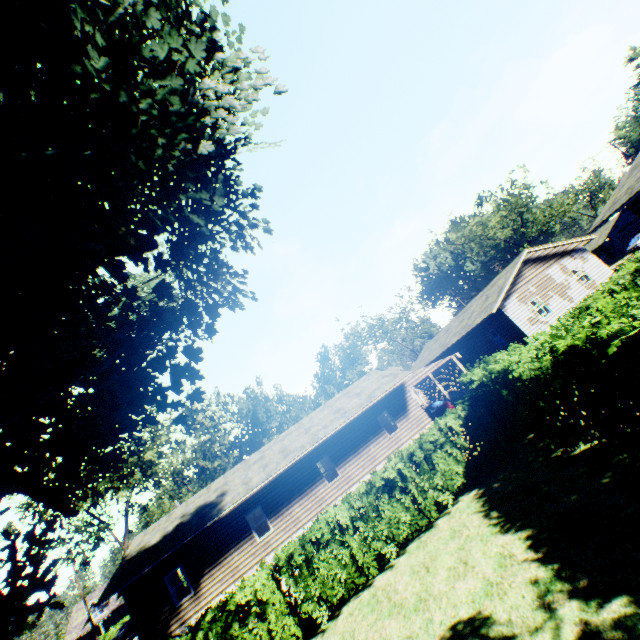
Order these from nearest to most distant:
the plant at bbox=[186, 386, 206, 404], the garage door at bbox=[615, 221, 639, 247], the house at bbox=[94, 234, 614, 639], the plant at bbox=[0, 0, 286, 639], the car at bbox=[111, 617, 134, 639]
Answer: the plant at bbox=[0, 0, 286, 639]
the plant at bbox=[186, 386, 206, 404]
the house at bbox=[94, 234, 614, 639]
the car at bbox=[111, 617, 134, 639]
the garage door at bbox=[615, 221, 639, 247]

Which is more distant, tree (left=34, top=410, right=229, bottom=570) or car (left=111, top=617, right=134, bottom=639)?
car (left=111, top=617, right=134, bottom=639)

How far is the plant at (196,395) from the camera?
11.9m

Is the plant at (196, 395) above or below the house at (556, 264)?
above

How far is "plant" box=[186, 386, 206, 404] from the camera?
11.89m

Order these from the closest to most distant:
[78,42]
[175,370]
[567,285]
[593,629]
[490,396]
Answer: [593,629], [78,42], [175,370], [490,396], [567,285]

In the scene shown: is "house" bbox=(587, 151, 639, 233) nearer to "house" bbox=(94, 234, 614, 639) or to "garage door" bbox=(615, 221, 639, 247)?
"house" bbox=(94, 234, 614, 639)

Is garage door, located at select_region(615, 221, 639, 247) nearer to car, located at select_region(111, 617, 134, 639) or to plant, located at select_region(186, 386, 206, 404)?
plant, located at select_region(186, 386, 206, 404)
